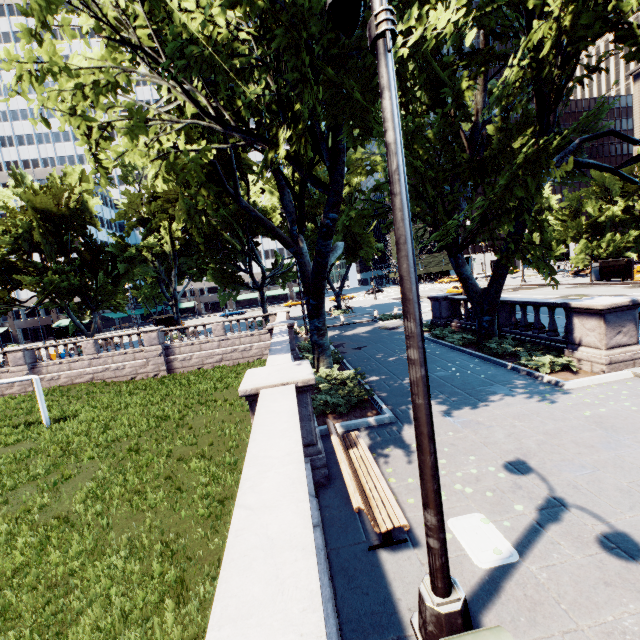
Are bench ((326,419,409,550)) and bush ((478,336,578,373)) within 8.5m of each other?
yes

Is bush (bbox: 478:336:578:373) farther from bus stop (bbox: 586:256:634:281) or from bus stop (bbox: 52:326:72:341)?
bus stop (bbox: 52:326:72:341)

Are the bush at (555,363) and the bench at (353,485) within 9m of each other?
yes

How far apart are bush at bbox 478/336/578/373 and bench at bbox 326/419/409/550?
7.7m

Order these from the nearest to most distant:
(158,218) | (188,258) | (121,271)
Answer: (158,218)
(121,271)
(188,258)

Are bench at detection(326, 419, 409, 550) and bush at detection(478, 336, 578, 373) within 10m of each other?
yes

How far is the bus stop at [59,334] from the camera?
57.87m

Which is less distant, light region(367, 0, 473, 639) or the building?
light region(367, 0, 473, 639)
